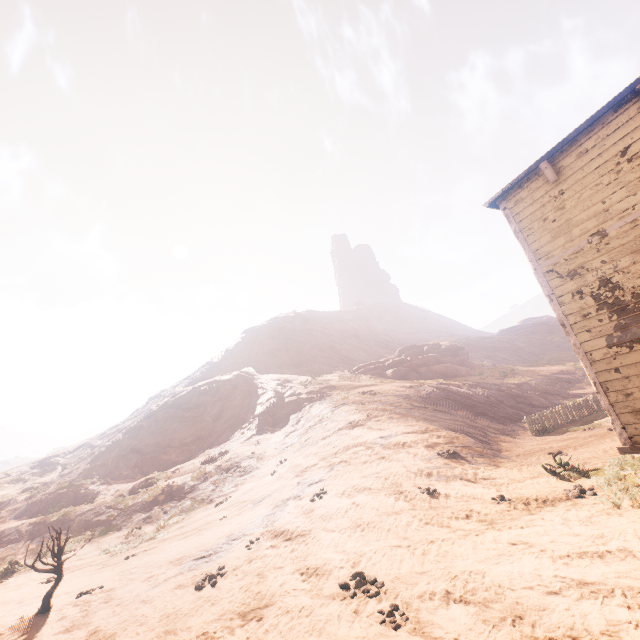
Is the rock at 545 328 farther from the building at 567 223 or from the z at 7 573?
the building at 567 223

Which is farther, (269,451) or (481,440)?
(269,451)

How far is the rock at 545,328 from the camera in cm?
5794

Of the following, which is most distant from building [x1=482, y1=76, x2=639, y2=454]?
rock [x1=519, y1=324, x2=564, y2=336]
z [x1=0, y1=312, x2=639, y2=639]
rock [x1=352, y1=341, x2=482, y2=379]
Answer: rock [x1=519, y1=324, x2=564, y2=336]

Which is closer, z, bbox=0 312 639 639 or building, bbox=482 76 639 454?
z, bbox=0 312 639 639

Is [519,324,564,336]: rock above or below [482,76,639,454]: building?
above

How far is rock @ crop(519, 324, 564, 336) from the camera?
57.94m

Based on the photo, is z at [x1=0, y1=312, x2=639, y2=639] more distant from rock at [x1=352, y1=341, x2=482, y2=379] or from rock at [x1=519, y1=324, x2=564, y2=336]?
rock at [x1=519, y1=324, x2=564, y2=336]
